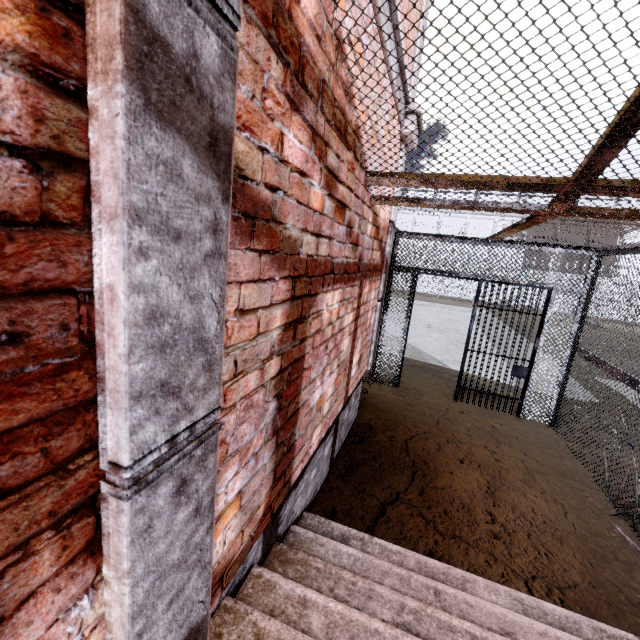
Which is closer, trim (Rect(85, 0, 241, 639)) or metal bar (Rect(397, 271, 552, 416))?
trim (Rect(85, 0, 241, 639))

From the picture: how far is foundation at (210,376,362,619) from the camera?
1.79m

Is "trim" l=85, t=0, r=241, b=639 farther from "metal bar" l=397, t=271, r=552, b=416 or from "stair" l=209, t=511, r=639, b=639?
"metal bar" l=397, t=271, r=552, b=416

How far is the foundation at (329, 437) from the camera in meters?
1.8 m

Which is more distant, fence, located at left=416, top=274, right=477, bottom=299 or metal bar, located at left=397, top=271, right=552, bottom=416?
fence, located at left=416, top=274, right=477, bottom=299

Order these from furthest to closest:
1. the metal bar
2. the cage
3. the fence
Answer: the fence < the metal bar < the cage

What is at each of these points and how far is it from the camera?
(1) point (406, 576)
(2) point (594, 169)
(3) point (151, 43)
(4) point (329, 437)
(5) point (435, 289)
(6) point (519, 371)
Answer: (1) stair, 2.2 meters
(2) cage, 1.9 meters
(3) trim, 0.6 meters
(4) foundation, 3.3 meters
(5) fence, 25.3 meters
(6) metal bar, 5.4 meters

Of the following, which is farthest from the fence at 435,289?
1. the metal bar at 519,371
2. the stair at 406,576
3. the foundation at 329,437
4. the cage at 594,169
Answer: the stair at 406,576
